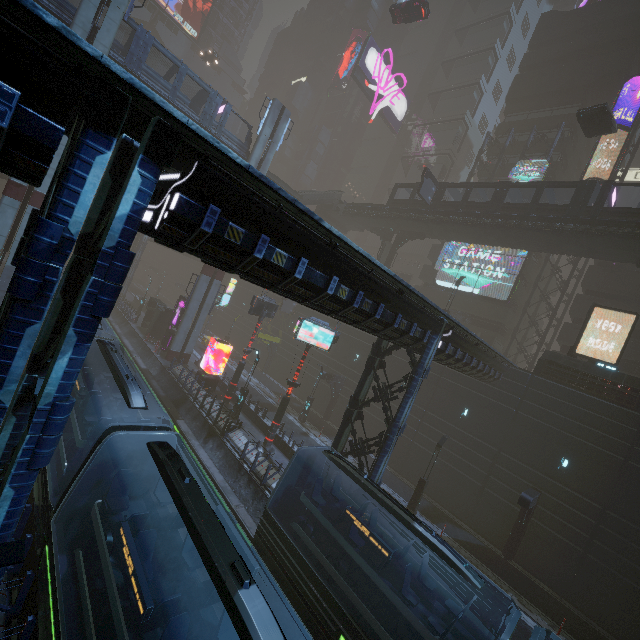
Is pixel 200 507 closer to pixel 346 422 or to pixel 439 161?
pixel 346 422

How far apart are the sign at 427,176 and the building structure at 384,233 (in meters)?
6.63

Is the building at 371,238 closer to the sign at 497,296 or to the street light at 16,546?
the sign at 497,296

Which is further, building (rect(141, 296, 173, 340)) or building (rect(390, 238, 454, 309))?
building (rect(390, 238, 454, 309))

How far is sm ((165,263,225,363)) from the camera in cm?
3081

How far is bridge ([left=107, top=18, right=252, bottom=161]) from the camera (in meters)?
23.56

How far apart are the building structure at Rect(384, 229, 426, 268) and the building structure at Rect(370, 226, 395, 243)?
0.7m

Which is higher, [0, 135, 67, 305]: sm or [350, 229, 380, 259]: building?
[350, 229, 380, 259]: building
